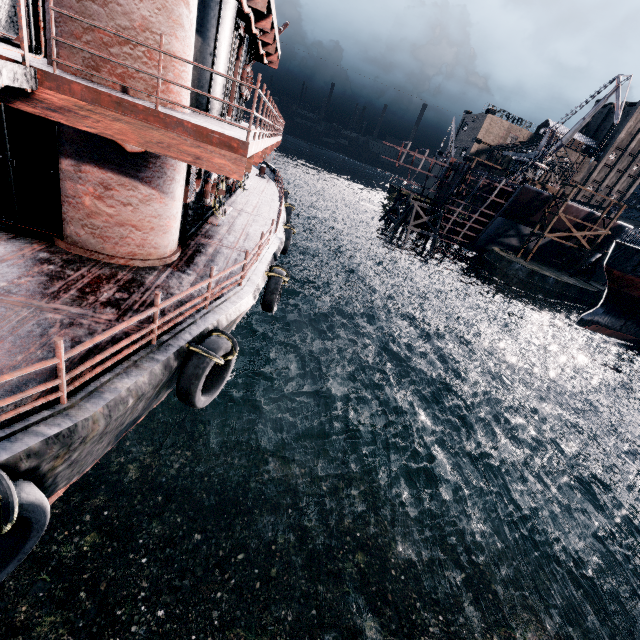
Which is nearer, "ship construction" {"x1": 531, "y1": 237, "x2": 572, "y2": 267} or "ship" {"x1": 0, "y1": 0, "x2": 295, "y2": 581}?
"ship" {"x1": 0, "y1": 0, "x2": 295, "y2": 581}

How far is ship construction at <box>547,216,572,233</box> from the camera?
47.7m

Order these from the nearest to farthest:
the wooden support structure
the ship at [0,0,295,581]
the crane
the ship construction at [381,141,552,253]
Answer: the ship at [0,0,295,581]
the crane
the ship construction at [381,141,552,253]
the wooden support structure

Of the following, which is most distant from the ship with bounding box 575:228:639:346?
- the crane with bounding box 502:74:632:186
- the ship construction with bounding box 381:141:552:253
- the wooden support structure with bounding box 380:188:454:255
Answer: the wooden support structure with bounding box 380:188:454:255

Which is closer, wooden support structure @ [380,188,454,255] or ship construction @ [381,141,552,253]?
ship construction @ [381,141,552,253]

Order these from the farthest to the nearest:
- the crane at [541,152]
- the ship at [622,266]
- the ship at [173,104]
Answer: the crane at [541,152], the ship at [622,266], the ship at [173,104]

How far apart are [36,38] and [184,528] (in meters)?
15.81

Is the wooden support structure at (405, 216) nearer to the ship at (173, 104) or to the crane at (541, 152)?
the crane at (541, 152)
